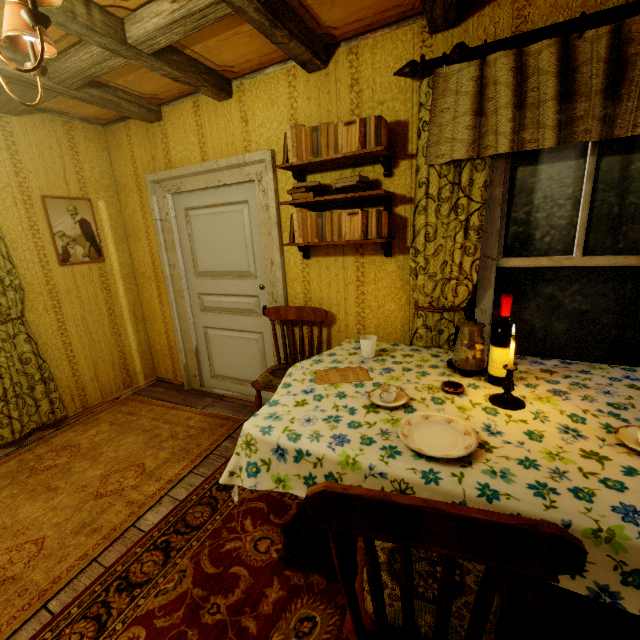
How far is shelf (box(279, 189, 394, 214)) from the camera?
2.1 meters

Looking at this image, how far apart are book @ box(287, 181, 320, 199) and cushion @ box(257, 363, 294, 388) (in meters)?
1.33

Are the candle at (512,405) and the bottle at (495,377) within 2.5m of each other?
yes

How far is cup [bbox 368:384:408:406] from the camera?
1.5m

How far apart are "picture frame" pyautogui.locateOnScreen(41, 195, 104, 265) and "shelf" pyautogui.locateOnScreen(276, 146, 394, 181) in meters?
2.2

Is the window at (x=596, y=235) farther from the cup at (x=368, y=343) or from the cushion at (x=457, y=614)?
the cushion at (x=457, y=614)

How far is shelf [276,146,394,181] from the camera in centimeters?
202cm

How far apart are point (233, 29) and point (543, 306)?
2.60m
